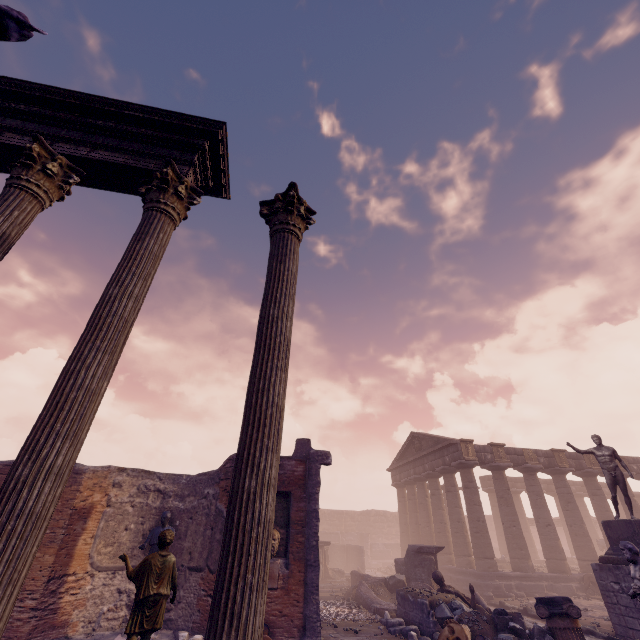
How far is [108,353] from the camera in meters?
3.4 m

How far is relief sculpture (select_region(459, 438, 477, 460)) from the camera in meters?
19.6 m

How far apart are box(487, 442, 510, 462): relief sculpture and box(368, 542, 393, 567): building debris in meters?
19.8 m

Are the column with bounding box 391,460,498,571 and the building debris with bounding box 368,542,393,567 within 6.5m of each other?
no

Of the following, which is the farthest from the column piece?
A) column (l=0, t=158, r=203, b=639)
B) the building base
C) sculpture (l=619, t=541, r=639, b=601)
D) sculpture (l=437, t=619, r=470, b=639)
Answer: column (l=0, t=158, r=203, b=639)

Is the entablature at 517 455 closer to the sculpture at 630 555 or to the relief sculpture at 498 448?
the relief sculpture at 498 448

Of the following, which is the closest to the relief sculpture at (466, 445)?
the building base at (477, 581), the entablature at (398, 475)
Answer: the entablature at (398, 475)

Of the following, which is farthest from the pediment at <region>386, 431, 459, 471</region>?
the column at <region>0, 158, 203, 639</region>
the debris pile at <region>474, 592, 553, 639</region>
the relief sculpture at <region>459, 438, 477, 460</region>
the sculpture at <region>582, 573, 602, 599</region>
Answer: the column at <region>0, 158, 203, 639</region>
